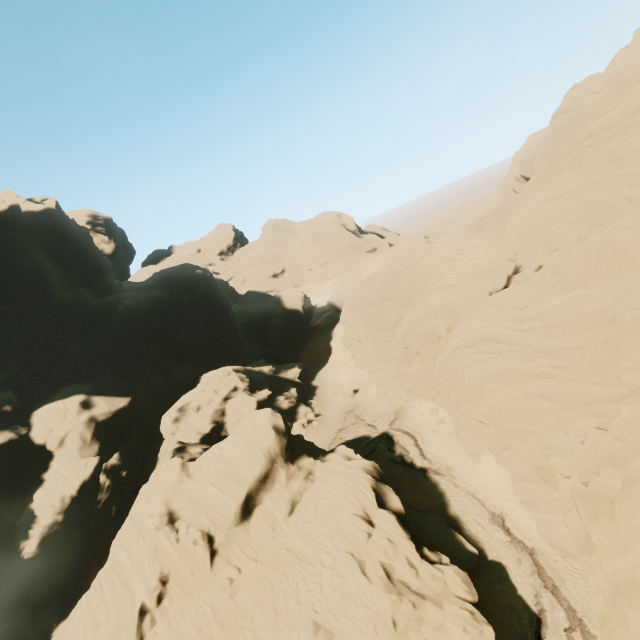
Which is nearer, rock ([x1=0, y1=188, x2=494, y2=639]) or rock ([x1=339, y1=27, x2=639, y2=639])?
rock ([x1=339, y1=27, x2=639, y2=639])

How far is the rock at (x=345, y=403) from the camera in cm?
4319

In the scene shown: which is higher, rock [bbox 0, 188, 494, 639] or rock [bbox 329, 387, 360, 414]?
rock [bbox 0, 188, 494, 639]

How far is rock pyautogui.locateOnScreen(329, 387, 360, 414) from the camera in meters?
43.2

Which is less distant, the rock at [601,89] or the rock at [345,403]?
the rock at [601,89]

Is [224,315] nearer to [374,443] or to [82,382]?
[82,382]

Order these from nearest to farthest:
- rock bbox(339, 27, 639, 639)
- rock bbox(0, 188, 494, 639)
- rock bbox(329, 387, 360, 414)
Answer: rock bbox(339, 27, 639, 639)
rock bbox(0, 188, 494, 639)
rock bbox(329, 387, 360, 414)
